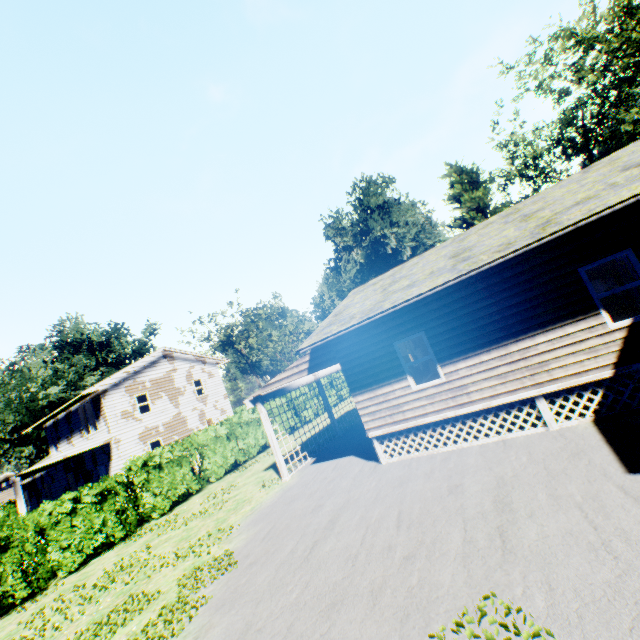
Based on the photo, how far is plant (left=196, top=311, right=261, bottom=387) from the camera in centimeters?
5297cm

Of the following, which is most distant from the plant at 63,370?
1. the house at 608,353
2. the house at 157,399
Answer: the house at 608,353

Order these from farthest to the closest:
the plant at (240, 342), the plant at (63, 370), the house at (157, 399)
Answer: the plant at (240, 342) → the plant at (63, 370) → the house at (157, 399)

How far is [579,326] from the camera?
7.8m

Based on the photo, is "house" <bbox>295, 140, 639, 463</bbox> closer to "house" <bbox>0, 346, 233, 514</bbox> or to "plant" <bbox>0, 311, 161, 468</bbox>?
"house" <bbox>0, 346, 233, 514</bbox>

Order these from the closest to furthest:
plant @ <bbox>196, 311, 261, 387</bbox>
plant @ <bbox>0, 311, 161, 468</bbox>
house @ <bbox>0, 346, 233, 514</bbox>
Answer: house @ <bbox>0, 346, 233, 514</bbox> → plant @ <bbox>0, 311, 161, 468</bbox> → plant @ <bbox>196, 311, 261, 387</bbox>

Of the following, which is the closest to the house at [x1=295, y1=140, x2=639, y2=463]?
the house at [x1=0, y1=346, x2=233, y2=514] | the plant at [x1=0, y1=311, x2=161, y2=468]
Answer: the house at [x1=0, y1=346, x2=233, y2=514]
